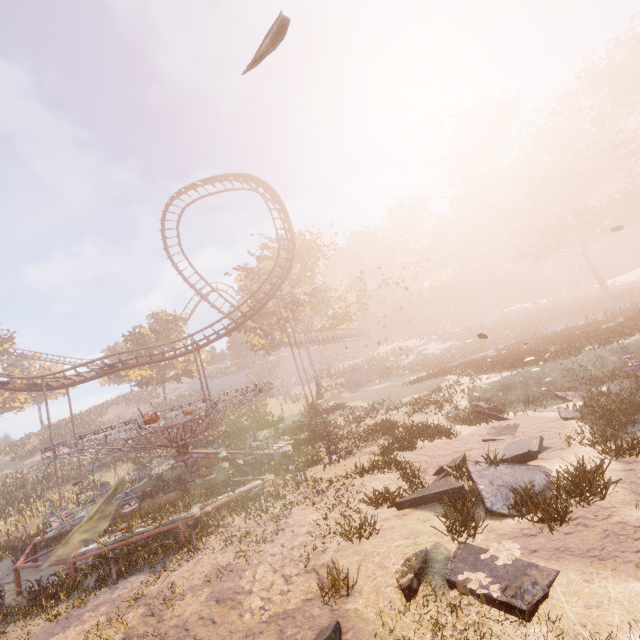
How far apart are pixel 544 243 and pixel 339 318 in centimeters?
4254cm

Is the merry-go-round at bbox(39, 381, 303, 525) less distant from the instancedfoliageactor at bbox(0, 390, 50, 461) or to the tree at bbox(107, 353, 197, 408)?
the instancedfoliageactor at bbox(0, 390, 50, 461)

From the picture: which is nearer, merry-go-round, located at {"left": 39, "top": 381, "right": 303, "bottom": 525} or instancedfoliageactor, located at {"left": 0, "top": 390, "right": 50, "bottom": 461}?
merry-go-round, located at {"left": 39, "top": 381, "right": 303, "bottom": 525}

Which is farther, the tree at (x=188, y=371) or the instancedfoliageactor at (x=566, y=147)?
the tree at (x=188, y=371)

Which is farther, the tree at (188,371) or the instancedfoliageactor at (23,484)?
the tree at (188,371)

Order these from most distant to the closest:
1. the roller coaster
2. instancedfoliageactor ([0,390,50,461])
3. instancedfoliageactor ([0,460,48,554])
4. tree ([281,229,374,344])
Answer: instancedfoliageactor ([0,390,50,461]) → tree ([281,229,374,344]) → the roller coaster → instancedfoliageactor ([0,460,48,554])

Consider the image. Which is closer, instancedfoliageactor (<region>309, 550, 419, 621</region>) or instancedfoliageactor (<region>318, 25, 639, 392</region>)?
instancedfoliageactor (<region>309, 550, 419, 621</region>)

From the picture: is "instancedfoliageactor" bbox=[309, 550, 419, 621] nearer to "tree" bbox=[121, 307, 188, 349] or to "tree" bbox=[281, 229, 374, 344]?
"tree" bbox=[281, 229, 374, 344]
